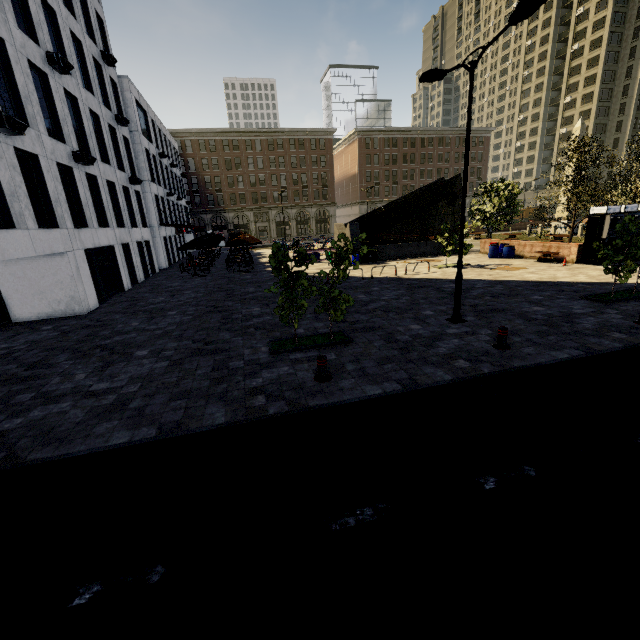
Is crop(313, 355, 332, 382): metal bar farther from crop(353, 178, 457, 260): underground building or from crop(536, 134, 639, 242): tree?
crop(353, 178, 457, 260): underground building

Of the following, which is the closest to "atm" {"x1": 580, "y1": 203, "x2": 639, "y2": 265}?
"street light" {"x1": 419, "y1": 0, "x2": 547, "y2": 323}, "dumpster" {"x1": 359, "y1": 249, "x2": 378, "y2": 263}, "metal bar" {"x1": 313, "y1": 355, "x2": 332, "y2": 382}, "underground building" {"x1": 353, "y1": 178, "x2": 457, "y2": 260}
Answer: "underground building" {"x1": 353, "y1": 178, "x2": 457, "y2": 260}

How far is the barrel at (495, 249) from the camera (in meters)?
23.45

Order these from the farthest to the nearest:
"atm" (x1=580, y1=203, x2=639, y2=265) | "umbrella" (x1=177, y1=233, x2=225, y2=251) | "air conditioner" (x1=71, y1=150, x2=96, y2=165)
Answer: "umbrella" (x1=177, y1=233, x2=225, y2=251), "atm" (x1=580, y1=203, x2=639, y2=265), "air conditioner" (x1=71, y1=150, x2=96, y2=165)

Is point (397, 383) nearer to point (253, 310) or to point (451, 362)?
point (451, 362)

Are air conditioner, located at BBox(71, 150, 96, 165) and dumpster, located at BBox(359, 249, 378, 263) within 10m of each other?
no

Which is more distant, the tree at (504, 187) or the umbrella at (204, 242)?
the tree at (504, 187)

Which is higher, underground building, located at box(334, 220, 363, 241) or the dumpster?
underground building, located at box(334, 220, 363, 241)
